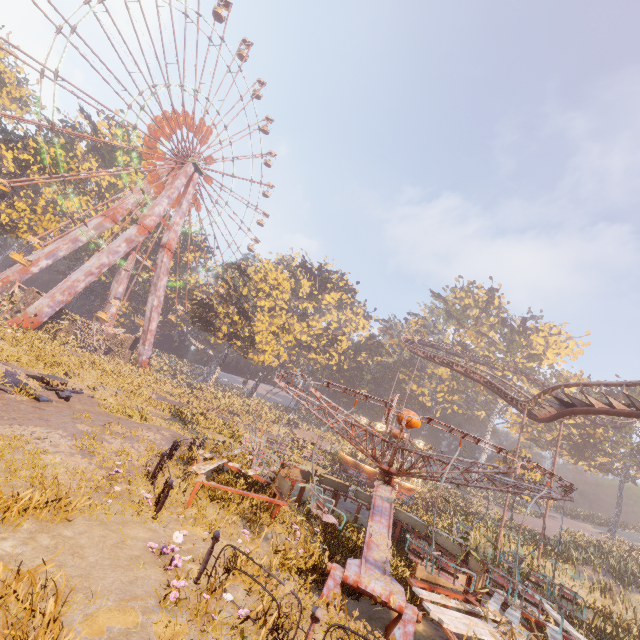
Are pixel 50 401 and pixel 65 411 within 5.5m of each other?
yes

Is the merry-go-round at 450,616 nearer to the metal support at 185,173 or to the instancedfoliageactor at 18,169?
the instancedfoliageactor at 18,169

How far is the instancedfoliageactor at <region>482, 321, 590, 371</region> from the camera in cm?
5564

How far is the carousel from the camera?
26.9m

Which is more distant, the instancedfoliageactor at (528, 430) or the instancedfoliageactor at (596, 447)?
the instancedfoliageactor at (528, 430)

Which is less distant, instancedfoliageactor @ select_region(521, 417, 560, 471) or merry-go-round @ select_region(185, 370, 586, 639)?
merry-go-round @ select_region(185, 370, 586, 639)

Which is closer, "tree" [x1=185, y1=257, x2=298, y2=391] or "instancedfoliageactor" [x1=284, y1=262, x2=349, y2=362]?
"tree" [x1=185, y1=257, x2=298, y2=391]

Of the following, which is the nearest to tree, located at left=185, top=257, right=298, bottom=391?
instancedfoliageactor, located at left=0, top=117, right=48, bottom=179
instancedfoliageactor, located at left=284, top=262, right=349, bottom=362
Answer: instancedfoliageactor, located at left=284, top=262, right=349, bottom=362
